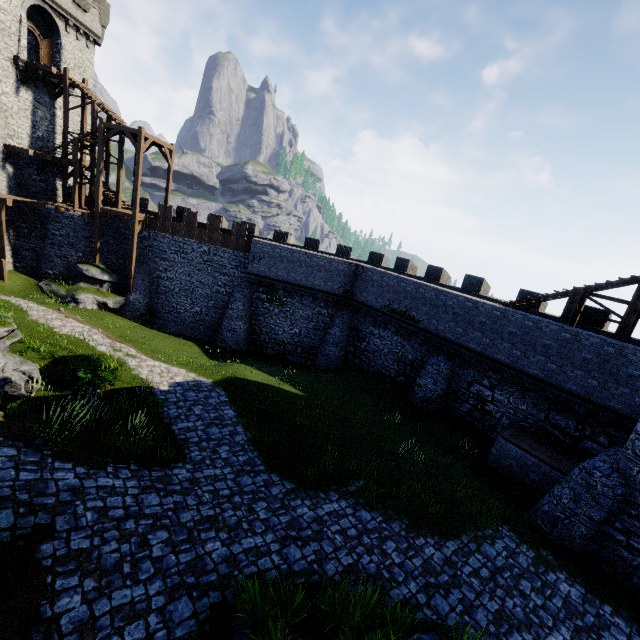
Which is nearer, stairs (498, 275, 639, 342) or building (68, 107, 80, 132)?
stairs (498, 275, 639, 342)

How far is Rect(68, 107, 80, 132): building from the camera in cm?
2769

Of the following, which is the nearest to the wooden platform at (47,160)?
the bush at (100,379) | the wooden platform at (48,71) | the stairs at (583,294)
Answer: the wooden platform at (48,71)

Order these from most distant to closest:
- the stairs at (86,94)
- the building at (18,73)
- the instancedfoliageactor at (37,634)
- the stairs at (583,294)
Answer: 1. the stairs at (86,94)
2. the building at (18,73)
3. the stairs at (583,294)
4. the instancedfoliageactor at (37,634)

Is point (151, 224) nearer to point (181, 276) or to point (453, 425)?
point (181, 276)

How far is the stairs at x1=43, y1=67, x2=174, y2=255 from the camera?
22.83m

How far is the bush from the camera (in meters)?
12.36

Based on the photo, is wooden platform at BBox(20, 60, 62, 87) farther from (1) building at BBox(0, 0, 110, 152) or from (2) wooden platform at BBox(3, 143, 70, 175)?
(2) wooden platform at BBox(3, 143, 70, 175)
